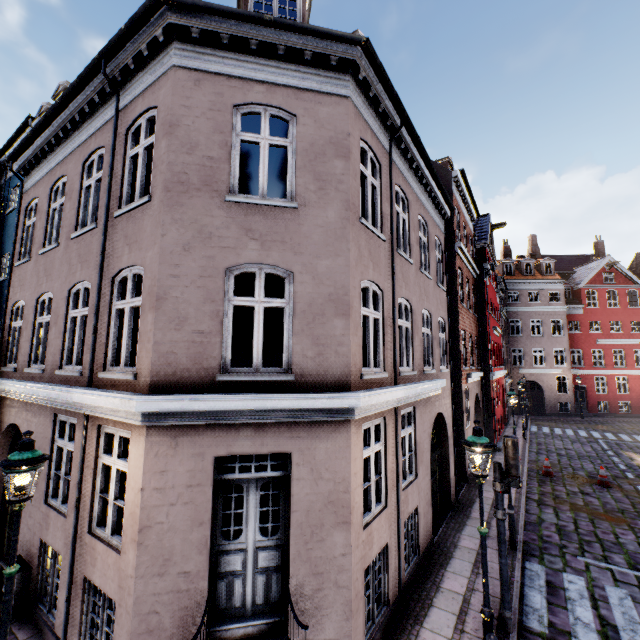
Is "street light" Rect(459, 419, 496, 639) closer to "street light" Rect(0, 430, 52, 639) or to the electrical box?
"street light" Rect(0, 430, 52, 639)

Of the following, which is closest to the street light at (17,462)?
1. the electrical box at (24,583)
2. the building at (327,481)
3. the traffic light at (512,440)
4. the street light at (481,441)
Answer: the building at (327,481)

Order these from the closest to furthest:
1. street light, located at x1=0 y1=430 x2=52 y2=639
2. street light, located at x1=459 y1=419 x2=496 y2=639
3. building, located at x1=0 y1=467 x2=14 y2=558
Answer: street light, located at x1=0 y1=430 x2=52 y2=639, street light, located at x1=459 y1=419 x2=496 y2=639, building, located at x1=0 y1=467 x2=14 y2=558

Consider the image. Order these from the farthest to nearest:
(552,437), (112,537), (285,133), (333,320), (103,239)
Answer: (552,437) → (285,133) → (103,239) → (333,320) → (112,537)

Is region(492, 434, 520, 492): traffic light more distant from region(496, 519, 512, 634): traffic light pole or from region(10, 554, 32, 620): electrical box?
region(10, 554, 32, 620): electrical box

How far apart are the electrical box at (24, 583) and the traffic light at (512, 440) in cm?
930

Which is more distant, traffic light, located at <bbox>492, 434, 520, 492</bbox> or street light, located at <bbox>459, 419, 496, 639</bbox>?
traffic light, located at <bbox>492, 434, 520, 492</bbox>

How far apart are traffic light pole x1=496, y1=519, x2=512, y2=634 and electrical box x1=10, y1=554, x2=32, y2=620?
9.2m
